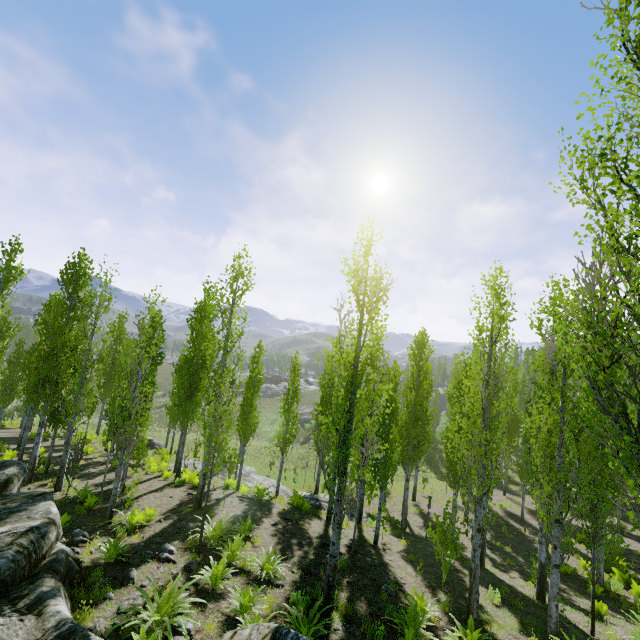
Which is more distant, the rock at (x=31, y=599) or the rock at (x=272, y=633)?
the rock at (x=31, y=599)

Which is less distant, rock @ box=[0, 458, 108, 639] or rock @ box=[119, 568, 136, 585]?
rock @ box=[0, 458, 108, 639]

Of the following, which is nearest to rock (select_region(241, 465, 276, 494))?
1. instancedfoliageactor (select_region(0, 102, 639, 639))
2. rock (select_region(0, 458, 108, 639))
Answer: instancedfoliageactor (select_region(0, 102, 639, 639))

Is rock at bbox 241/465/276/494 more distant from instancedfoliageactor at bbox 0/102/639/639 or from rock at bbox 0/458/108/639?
rock at bbox 0/458/108/639

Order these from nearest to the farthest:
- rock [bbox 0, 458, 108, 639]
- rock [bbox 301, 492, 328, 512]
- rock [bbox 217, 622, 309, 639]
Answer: rock [bbox 217, 622, 309, 639], rock [bbox 0, 458, 108, 639], rock [bbox 301, 492, 328, 512]

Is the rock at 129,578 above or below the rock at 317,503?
above

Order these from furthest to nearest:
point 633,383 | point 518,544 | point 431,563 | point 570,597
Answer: point 518,544 < point 431,563 < point 570,597 < point 633,383
